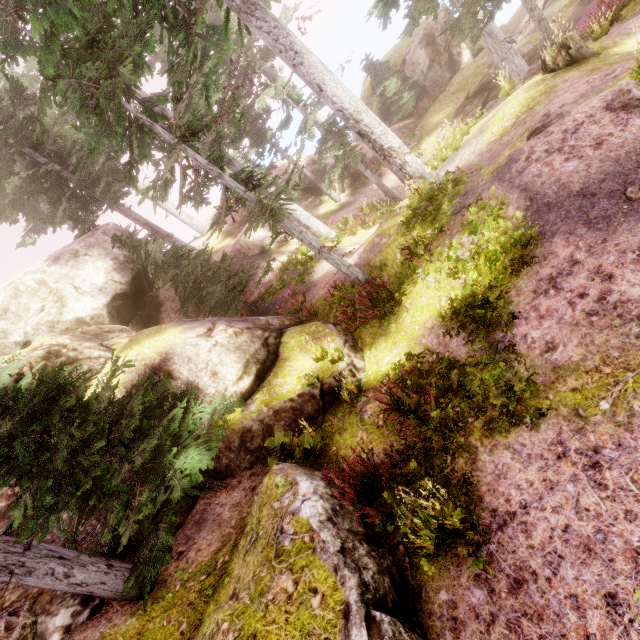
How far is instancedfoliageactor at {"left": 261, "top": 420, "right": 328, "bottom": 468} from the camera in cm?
725

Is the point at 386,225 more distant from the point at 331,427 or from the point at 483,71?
the point at 483,71

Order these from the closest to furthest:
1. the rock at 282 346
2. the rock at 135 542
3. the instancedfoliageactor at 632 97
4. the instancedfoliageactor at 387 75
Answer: the instancedfoliageactor at 632 97 → the rock at 135 542 → the rock at 282 346 → the instancedfoliageactor at 387 75

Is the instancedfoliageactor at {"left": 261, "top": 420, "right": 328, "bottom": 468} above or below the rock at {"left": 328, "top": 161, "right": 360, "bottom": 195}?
above

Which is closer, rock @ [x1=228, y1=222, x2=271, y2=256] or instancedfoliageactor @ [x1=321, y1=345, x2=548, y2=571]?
instancedfoliageactor @ [x1=321, y1=345, x2=548, y2=571]

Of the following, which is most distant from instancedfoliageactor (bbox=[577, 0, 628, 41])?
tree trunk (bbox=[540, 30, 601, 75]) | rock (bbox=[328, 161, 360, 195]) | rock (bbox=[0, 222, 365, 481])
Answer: tree trunk (bbox=[540, 30, 601, 75])

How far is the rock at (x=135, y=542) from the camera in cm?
702

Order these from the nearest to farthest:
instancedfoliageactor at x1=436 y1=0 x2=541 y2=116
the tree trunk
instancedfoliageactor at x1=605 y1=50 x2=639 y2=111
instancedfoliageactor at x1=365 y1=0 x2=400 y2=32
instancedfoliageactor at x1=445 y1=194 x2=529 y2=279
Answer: instancedfoliageactor at x1=605 y1=50 x2=639 y2=111 < instancedfoliageactor at x1=445 y1=194 x2=529 y2=279 < the tree trunk < instancedfoliageactor at x1=436 y1=0 x2=541 y2=116 < instancedfoliageactor at x1=365 y1=0 x2=400 y2=32
